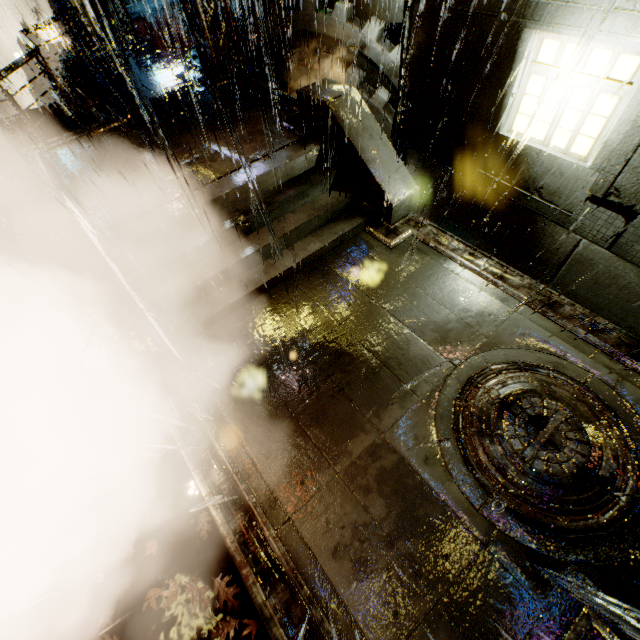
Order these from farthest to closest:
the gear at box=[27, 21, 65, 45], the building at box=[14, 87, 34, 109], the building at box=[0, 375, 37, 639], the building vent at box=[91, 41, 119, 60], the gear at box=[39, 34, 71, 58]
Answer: the building at box=[14, 87, 34, 109] < the gear at box=[39, 34, 71, 58] < the gear at box=[27, 21, 65, 45] < the building vent at box=[91, 41, 119, 60] < the building at box=[0, 375, 37, 639]

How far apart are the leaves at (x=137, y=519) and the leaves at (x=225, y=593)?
0.7 meters

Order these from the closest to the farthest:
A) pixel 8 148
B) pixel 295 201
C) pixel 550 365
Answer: pixel 550 365, pixel 8 148, pixel 295 201

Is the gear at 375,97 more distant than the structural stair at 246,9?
No

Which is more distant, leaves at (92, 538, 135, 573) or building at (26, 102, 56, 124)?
building at (26, 102, 56, 124)

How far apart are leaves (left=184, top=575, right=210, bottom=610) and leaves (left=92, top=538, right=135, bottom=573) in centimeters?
50cm

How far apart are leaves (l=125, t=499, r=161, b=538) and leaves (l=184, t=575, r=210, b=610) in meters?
0.7

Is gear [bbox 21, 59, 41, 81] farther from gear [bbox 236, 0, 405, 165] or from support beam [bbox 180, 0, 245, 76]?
support beam [bbox 180, 0, 245, 76]
